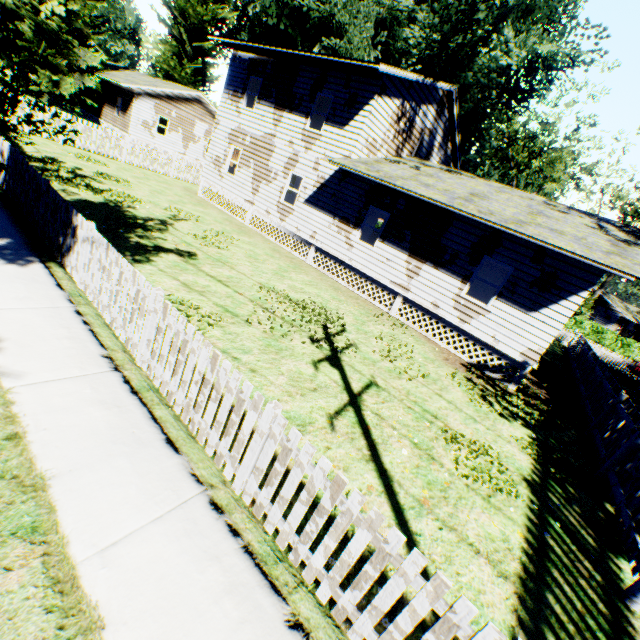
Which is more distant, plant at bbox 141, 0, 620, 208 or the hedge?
the hedge

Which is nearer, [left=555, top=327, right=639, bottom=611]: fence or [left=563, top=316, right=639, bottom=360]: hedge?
[left=555, top=327, right=639, bottom=611]: fence

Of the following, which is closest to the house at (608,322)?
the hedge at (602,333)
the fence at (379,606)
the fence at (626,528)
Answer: the hedge at (602,333)

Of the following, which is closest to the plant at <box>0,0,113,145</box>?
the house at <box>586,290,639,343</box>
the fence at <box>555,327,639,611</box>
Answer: the fence at <box>555,327,639,611</box>

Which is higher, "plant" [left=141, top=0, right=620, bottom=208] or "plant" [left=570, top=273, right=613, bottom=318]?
"plant" [left=141, top=0, right=620, bottom=208]

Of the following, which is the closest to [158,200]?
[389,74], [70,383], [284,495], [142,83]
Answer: [389,74]

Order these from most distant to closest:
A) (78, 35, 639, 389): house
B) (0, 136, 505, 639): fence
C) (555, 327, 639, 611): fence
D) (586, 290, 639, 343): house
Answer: (586, 290, 639, 343): house
(78, 35, 639, 389): house
(555, 327, 639, 611): fence
(0, 136, 505, 639): fence

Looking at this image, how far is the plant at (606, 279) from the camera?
36.4m
